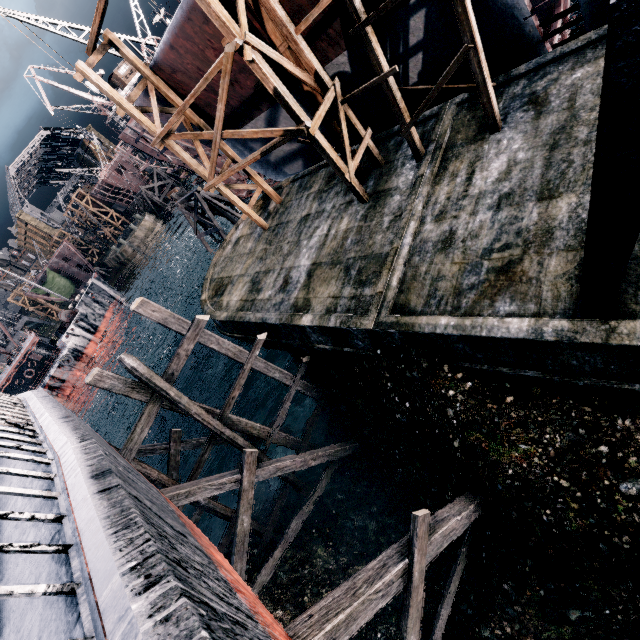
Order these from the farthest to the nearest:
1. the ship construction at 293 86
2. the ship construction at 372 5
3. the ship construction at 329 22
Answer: the ship construction at 293 86 → the ship construction at 329 22 → the ship construction at 372 5

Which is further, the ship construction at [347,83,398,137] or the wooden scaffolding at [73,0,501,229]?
the ship construction at [347,83,398,137]

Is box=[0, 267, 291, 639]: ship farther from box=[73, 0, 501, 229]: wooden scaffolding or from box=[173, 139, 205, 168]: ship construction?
box=[173, 139, 205, 168]: ship construction

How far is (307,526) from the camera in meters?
16.4 m

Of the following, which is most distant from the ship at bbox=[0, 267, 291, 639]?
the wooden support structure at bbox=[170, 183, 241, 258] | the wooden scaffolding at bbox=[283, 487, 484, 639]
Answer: the wooden support structure at bbox=[170, 183, 241, 258]

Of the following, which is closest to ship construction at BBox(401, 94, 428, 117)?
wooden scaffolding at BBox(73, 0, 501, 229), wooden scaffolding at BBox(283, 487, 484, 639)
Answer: wooden scaffolding at BBox(73, 0, 501, 229)

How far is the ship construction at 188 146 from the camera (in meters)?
24.06

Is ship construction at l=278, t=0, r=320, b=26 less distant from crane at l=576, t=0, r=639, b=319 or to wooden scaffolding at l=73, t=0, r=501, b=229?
wooden scaffolding at l=73, t=0, r=501, b=229
